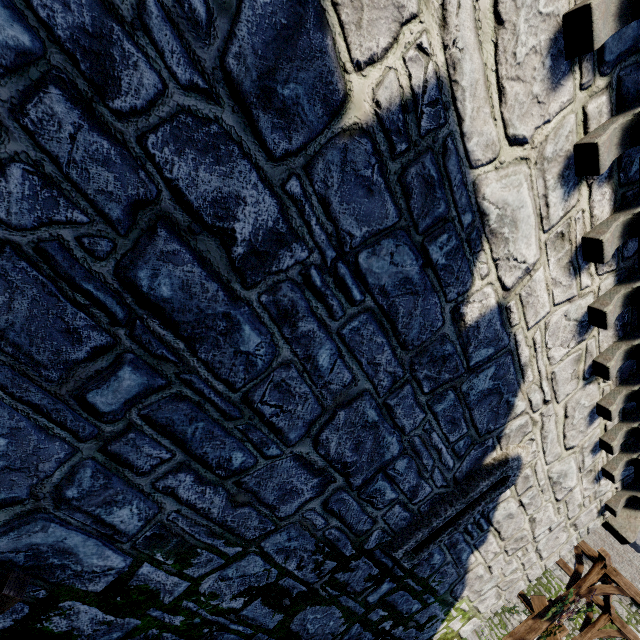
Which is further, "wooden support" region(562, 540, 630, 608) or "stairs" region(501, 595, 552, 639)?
"stairs" region(501, 595, 552, 639)

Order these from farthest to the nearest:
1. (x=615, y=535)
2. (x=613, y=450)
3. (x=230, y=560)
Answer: (x=615, y=535)
(x=613, y=450)
(x=230, y=560)

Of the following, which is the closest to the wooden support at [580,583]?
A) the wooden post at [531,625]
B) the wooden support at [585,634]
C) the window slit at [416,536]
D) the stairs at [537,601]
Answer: the wooden post at [531,625]

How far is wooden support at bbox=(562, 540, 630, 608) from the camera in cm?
1003

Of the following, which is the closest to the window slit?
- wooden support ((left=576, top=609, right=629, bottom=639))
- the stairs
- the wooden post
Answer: the wooden post

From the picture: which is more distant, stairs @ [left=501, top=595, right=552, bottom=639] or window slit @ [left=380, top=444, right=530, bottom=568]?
stairs @ [left=501, top=595, right=552, bottom=639]

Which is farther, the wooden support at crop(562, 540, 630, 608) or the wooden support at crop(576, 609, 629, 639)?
the wooden support at crop(576, 609, 629, 639)

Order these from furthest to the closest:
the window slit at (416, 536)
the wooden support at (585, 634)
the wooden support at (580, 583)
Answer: the wooden support at (585, 634), the wooden support at (580, 583), the window slit at (416, 536)
